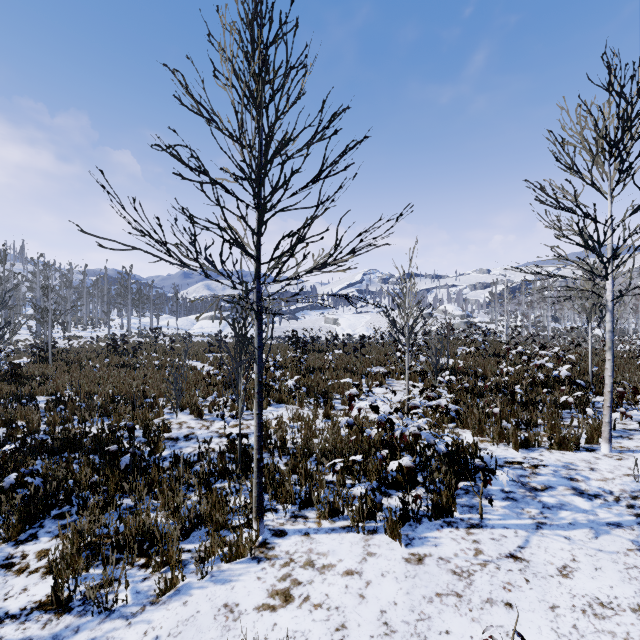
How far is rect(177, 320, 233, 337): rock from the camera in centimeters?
5245cm

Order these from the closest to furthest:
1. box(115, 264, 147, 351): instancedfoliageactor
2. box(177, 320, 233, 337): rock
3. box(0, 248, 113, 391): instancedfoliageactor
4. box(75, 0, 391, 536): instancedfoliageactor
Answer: box(75, 0, 391, 536): instancedfoliageactor → box(0, 248, 113, 391): instancedfoliageactor → box(115, 264, 147, 351): instancedfoliageactor → box(177, 320, 233, 337): rock

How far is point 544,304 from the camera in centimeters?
5653cm

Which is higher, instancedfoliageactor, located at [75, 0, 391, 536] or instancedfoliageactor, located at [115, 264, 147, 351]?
instancedfoliageactor, located at [115, 264, 147, 351]

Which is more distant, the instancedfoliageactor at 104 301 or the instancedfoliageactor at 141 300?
the instancedfoliageactor at 141 300

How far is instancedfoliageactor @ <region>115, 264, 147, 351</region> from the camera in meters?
34.4

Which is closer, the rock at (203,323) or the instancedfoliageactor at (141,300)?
the instancedfoliageactor at (141,300)

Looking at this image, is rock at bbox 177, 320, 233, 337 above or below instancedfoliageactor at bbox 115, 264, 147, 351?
below
